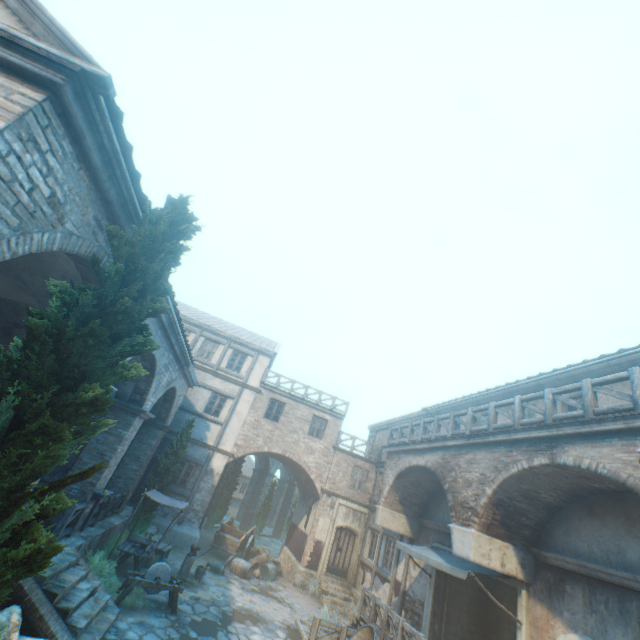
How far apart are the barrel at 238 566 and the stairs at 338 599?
3.7m

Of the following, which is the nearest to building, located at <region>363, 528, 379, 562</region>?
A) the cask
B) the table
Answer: the table

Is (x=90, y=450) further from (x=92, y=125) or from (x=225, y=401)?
(x=92, y=125)

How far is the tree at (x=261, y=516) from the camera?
26.59m

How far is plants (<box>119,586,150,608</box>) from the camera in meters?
9.1 m

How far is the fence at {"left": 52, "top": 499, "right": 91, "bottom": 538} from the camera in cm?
884

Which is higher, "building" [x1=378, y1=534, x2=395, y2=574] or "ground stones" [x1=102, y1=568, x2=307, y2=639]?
"building" [x1=378, y1=534, x2=395, y2=574]

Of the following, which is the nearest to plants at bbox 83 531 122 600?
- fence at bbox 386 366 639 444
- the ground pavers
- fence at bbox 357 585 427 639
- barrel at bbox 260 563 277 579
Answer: the ground pavers
